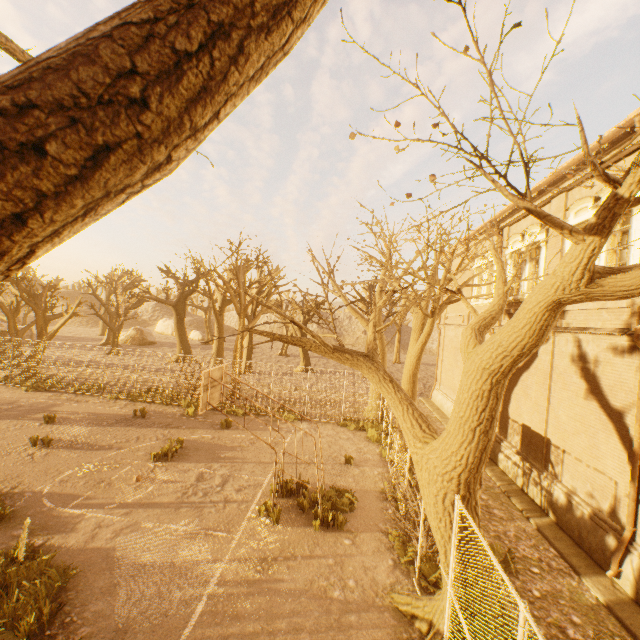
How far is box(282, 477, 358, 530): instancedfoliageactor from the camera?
8.69m

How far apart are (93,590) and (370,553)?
5.9m

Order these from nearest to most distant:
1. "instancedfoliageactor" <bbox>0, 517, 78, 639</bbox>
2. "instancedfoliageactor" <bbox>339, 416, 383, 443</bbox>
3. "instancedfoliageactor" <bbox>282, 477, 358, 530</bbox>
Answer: "instancedfoliageactor" <bbox>0, 517, 78, 639</bbox>
"instancedfoliageactor" <bbox>282, 477, 358, 530</bbox>
"instancedfoliageactor" <bbox>339, 416, 383, 443</bbox>

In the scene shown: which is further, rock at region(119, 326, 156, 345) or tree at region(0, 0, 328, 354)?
rock at region(119, 326, 156, 345)

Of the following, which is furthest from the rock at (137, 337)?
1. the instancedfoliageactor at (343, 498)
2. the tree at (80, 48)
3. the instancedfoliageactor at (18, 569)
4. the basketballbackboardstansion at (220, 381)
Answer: the instancedfoliageactor at (343, 498)

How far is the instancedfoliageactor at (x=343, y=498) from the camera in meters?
8.7

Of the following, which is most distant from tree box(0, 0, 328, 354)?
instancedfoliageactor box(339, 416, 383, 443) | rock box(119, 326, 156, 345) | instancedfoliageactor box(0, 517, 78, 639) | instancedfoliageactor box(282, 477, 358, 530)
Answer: instancedfoliageactor box(0, 517, 78, 639)

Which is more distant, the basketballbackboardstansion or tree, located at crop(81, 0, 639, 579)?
the basketballbackboardstansion
